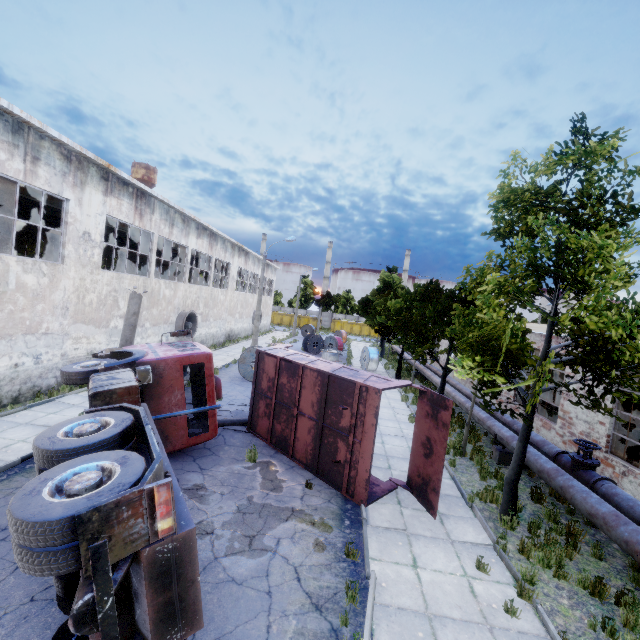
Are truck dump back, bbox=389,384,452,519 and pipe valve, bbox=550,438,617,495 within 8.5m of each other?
yes

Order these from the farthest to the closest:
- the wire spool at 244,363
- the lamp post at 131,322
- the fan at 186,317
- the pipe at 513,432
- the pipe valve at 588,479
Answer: the fan at 186,317 < the wire spool at 244,363 < the pipe at 513,432 < the lamp post at 131,322 < the pipe valve at 588,479

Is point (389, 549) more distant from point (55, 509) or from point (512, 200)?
point (512, 200)

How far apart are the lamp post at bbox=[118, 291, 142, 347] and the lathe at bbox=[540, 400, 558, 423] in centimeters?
1844cm

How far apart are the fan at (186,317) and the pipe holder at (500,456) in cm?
1919

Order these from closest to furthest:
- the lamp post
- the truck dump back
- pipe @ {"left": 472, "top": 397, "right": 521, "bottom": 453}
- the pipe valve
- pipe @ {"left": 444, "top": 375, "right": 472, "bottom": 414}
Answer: the truck dump back
the pipe valve
the lamp post
pipe @ {"left": 472, "top": 397, "right": 521, "bottom": 453}
pipe @ {"left": 444, "top": 375, "right": 472, "bottom": 414}

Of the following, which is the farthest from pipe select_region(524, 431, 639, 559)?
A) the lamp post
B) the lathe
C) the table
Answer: the lamp post

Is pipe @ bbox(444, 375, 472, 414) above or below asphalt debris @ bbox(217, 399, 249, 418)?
above
